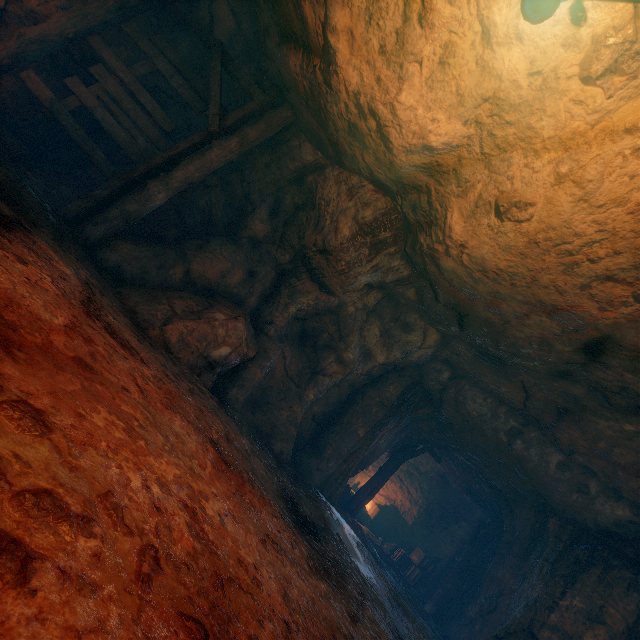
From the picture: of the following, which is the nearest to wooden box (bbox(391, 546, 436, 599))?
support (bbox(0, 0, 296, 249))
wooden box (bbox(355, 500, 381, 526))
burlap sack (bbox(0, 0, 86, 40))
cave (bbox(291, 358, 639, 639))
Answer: cave (bbox(291, 358, 639, 639))

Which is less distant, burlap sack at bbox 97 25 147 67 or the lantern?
the lantern

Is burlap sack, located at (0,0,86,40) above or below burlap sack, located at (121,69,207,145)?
below

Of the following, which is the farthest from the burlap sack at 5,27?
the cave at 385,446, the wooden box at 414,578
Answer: the wooden box at 414,578

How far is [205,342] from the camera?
5.1 meters

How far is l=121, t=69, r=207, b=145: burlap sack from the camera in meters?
7.2 m

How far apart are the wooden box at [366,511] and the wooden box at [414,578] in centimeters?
157cm

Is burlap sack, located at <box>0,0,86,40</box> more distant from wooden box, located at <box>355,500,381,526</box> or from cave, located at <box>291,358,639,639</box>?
wooden box, located at <box>355,500,381,526</box>
